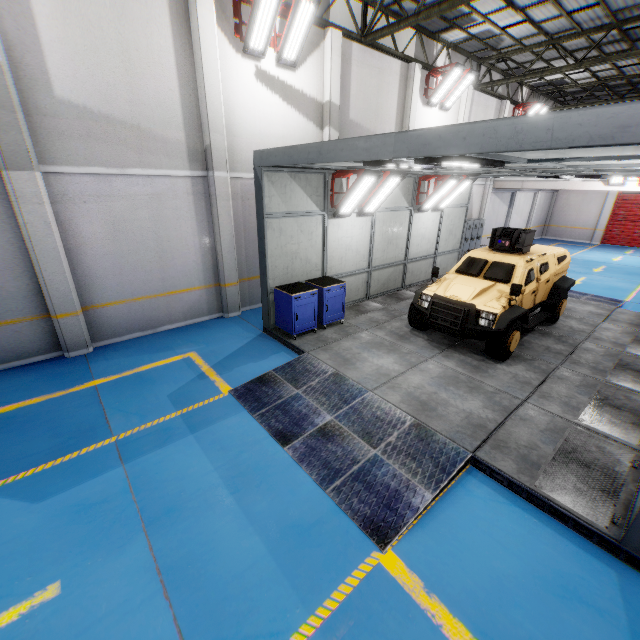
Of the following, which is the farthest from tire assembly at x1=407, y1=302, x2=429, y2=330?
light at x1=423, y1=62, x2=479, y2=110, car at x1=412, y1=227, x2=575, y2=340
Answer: light at x1=423, y1=62, x2=479, y2=110

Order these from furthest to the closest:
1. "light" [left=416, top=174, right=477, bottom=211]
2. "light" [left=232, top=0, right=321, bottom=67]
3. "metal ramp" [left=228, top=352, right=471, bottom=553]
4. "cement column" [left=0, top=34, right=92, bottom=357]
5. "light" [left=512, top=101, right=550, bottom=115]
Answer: "light" [left=512, top=101, right=550, bottom=115], "light" [left=416, top=174, right=477, bottom=211], "light" [left=232, top=0, right=321, bottom=67], "cement column" [left=0, top=34, right=92, bottom=357], "metal ramp" [left=228, top=352, right=471, bottom=553]

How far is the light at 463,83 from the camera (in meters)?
12.03

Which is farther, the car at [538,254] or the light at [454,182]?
the light at [454,182]

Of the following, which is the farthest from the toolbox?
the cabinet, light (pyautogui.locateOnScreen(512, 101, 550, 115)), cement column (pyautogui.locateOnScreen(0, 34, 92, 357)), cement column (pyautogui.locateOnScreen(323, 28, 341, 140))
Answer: light (pyautogui.locateOnScreen(512, 101, 550, 115))

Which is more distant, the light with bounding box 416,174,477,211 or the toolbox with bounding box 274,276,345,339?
the light with bounding box 416,174,477,211

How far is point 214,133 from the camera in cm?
808

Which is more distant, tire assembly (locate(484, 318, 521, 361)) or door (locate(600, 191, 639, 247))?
door (locate(600, 191, 639, 247))
